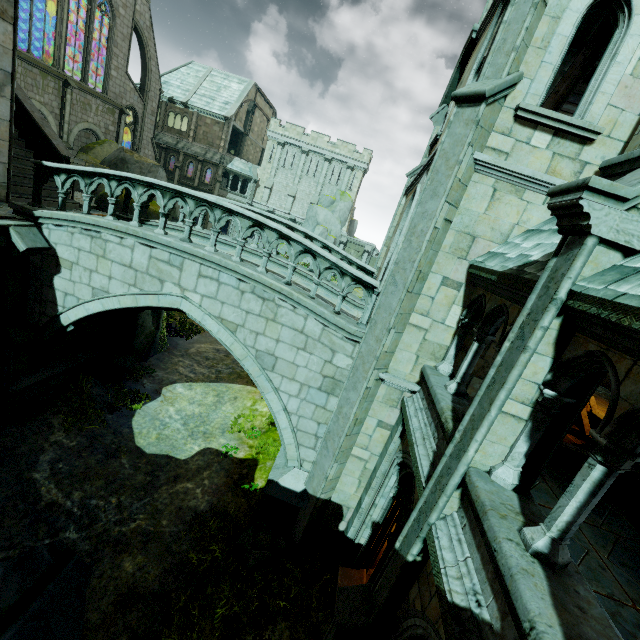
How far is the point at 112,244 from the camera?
7.88m

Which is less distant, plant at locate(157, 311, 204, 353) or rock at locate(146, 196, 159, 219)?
rock at locate(146, 196, 159, 219)

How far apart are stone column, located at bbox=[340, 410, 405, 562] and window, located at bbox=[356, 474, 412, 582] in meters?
0.0

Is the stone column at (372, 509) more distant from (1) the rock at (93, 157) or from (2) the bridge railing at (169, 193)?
(1) the rock at (93, 157)

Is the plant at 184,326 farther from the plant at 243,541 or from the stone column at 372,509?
the stone column at 372,509

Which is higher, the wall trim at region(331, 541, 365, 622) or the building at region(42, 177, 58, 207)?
the building at region(42, 177, 58, 207)

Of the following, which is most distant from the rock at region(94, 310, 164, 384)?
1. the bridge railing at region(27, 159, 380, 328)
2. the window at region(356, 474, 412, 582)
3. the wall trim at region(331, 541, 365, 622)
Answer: the window at region(356, 474, 412, 582)

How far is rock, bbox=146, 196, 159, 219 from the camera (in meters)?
12.41
